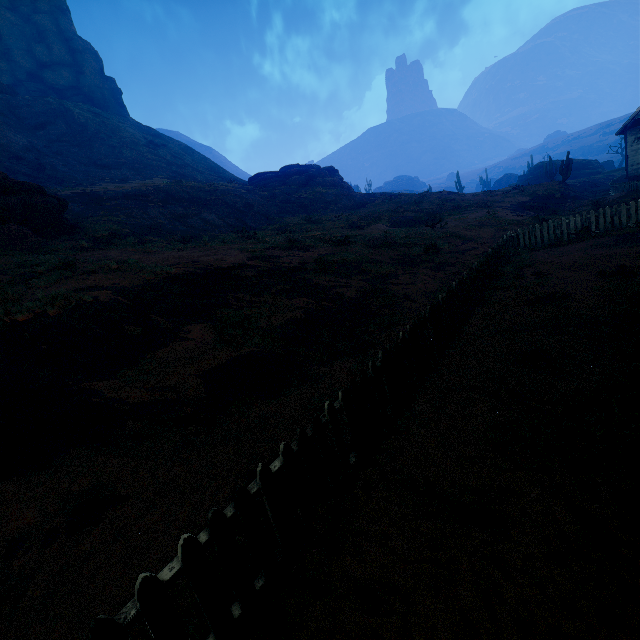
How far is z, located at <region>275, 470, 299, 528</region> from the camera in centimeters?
305cm

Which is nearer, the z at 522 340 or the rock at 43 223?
the z at 522 340

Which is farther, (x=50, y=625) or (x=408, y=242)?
(x=408, y=242)

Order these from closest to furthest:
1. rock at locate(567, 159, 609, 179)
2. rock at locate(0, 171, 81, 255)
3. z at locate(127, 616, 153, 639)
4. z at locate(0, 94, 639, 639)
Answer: z at locate(127, 616, 153, 639), z at locate(0, 94, 639, 639), rock at locate(0, 171, 81, 255), rock at locate(567, 159, 609, 179)

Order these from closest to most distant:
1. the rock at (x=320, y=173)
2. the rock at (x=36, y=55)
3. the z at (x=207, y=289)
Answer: the z at (x=207, y=289)
the rock at (x=320, y=173)
the rock at (x=36, y=55)

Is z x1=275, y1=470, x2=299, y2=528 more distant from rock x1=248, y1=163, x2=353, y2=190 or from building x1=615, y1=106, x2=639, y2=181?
rock x1=248, y1=163, x2=353, y2=190

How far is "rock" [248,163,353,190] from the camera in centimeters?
4016cm

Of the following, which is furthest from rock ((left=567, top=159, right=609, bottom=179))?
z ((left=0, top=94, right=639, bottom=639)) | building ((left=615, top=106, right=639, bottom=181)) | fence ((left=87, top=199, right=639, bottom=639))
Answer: fence ((left=87, top=199, right=639, bottom=639))
